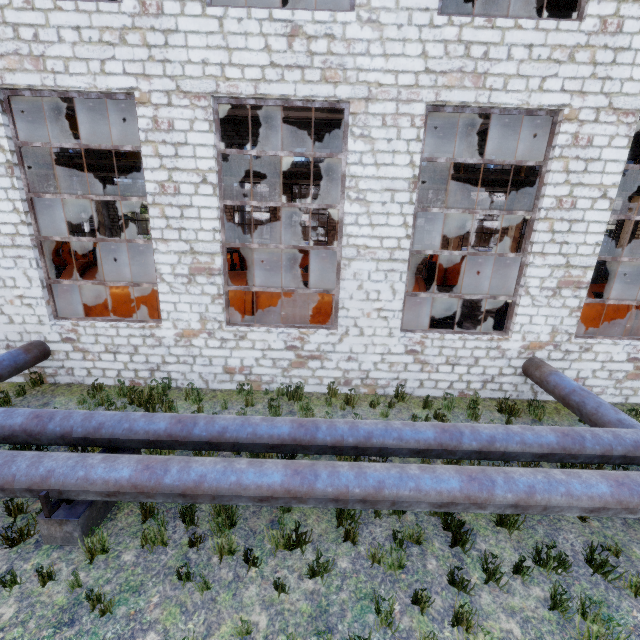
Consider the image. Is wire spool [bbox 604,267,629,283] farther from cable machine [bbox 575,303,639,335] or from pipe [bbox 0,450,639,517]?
pipe [bbox 0,450,639,517]

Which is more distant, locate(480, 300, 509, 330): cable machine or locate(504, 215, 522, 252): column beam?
locate(504, 215, 522, 252): column beam

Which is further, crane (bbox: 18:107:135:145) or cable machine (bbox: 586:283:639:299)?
crane (bbox: 18:107:135:145)

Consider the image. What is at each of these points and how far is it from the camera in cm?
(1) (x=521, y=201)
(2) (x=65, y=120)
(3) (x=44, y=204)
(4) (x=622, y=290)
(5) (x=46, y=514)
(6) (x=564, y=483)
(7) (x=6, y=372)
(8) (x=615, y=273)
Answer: (1) column beam, 2355
(2) crane, 1655
(3) column beam, 2409
(4) cable machine, 1129
(5) pipe holder, 423
(6) pipe, 434
(7) pipe, 728
(8) wire spool, 2261

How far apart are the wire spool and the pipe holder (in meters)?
29.26

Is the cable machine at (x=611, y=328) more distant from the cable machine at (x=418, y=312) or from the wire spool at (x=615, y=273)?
the wire spool at (x=615, y=273)

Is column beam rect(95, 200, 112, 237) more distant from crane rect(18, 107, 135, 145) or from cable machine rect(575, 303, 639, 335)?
cable machine rect(575, 303, 639, 335)

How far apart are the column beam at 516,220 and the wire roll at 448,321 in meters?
14.8 m
